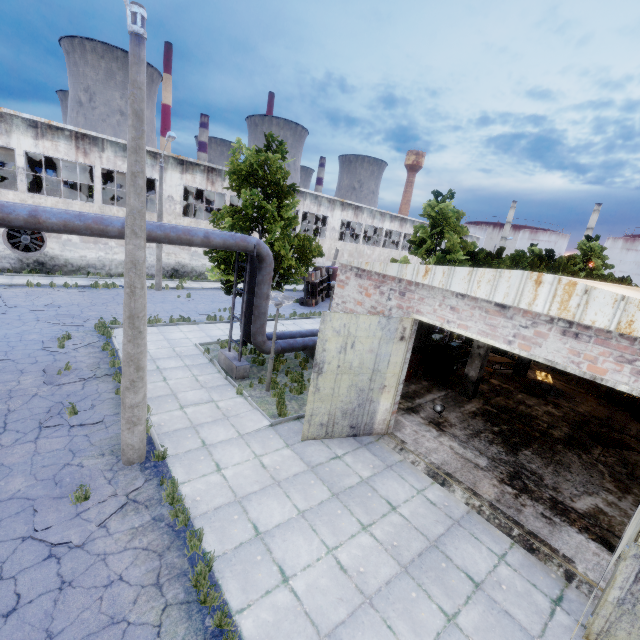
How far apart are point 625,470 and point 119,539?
14.3m

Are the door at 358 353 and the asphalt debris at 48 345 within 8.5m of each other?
no

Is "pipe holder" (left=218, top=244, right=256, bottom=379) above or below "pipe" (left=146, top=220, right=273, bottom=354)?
below

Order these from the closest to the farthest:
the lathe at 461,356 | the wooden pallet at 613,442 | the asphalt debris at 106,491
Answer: the asphalt debris at 106,491 → the wooden pallet at 613,442 → the lathe at 461,356

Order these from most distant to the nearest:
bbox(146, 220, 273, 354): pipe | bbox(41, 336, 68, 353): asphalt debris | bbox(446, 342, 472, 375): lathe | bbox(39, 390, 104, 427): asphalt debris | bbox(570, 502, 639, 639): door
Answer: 1. bbox(446, 342, 472, 375): lathe
2. bbox(41, 336, 68, 353): asphalt debris
3. bbox(146, 220, 273, 354): pipe
4. bbox(39, 390, 104, 427): asphalt debris
5. bbox(570, 502, 639, 639): door

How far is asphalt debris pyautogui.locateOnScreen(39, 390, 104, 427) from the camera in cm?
840

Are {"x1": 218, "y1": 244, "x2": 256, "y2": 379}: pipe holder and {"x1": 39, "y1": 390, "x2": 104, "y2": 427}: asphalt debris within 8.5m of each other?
yes

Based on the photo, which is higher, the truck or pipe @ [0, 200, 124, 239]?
pipe @ [0, 200, 124, 239]
